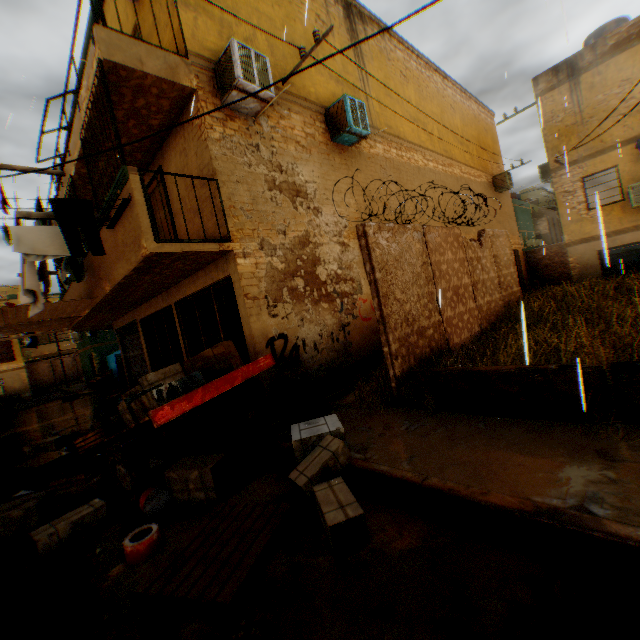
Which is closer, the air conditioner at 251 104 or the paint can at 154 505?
the paint can at 154 505

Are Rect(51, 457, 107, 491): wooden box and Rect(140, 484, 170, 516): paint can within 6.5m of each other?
yes

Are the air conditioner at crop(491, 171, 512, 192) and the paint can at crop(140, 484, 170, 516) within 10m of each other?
no

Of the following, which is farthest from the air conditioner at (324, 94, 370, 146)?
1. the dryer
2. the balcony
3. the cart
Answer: the balcony

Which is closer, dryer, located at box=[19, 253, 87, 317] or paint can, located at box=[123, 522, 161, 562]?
paint can, located at box=[123, 522, 161, 562]

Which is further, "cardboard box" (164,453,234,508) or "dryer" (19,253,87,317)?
"dryer" (19,253,87,317)

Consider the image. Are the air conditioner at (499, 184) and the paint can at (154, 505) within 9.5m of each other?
no

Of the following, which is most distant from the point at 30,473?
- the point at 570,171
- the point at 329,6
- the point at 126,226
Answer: the point at 570,171
